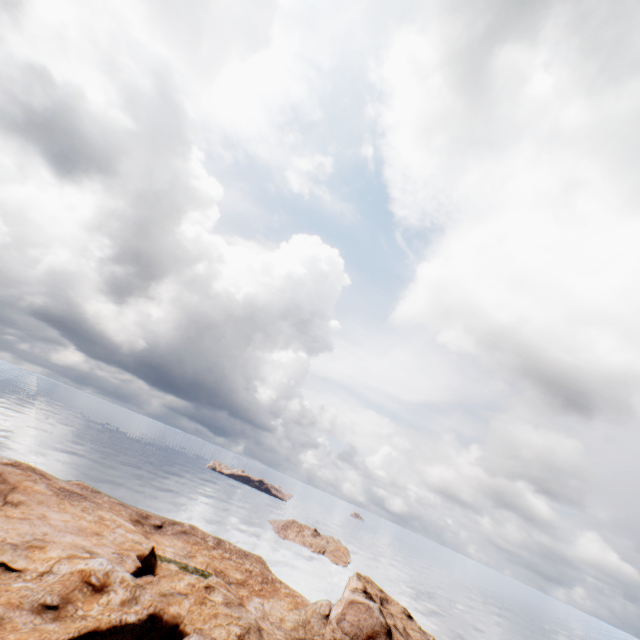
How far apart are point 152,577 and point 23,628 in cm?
1003
